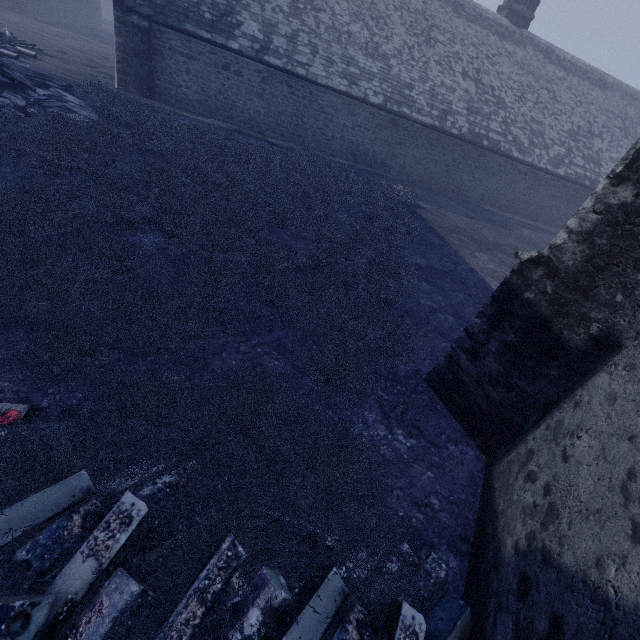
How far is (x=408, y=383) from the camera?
4.75m
